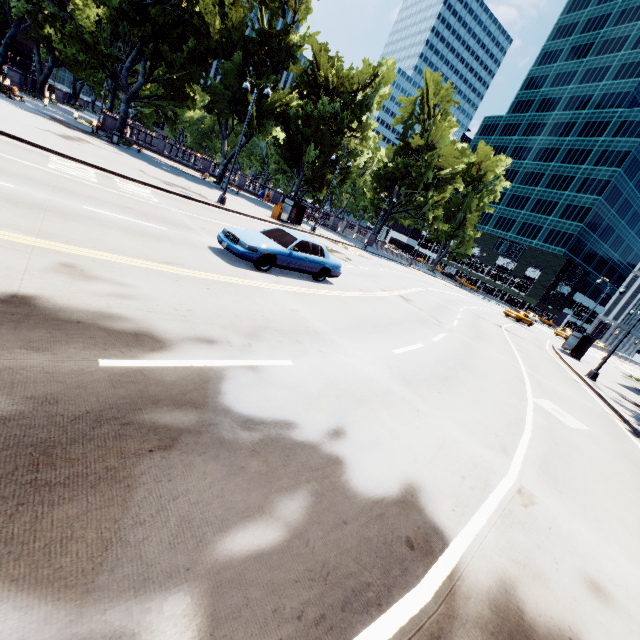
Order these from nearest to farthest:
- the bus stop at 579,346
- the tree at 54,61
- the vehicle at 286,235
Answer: the vehicle at 286,235, the tree at 54,61, the bus stop at 579,346

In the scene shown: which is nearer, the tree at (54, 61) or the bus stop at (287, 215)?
the tree at (54, 61)

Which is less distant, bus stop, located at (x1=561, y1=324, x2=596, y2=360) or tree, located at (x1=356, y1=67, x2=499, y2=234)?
bus stop, located at (x1=561, y1=324, x2=596, y2=360)

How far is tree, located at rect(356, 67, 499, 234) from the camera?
45.84m

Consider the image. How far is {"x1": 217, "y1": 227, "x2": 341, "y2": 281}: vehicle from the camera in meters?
10.2 m

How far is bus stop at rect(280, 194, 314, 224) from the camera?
27.6 meters

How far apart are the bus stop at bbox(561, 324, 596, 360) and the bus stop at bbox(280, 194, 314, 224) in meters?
25.5

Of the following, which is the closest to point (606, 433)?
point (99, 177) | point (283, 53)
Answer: point (99, 177)
